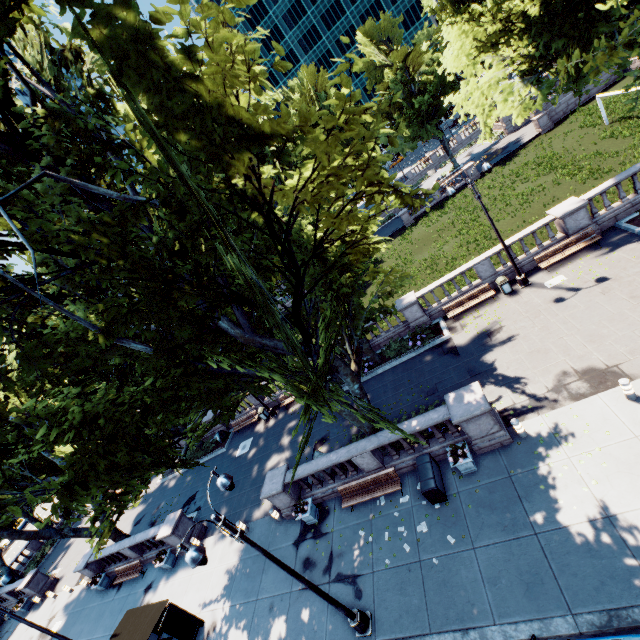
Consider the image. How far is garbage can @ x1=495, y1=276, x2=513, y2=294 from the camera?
18.39m

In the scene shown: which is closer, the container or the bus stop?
the container

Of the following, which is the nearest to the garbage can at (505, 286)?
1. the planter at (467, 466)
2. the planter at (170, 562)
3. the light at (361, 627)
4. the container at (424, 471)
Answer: the planter at (467, 466)

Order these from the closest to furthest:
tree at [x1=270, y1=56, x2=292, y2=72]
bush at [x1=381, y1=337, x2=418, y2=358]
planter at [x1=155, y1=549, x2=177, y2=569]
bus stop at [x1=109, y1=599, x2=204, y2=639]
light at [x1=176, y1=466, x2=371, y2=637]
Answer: tree at [x1=270, y1=56, x2=292, y2=72] → light at [x1=176, y1=466, x2=371, y2=637] → bus stop at [x1=109, y1=599, x2=204, y2=639] → planter at [x1=155, y1=549, x2=177, y2=569] → bush at [x1=381, y1=337, x2=418, y2=358]

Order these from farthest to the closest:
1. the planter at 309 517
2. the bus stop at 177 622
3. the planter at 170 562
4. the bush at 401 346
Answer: the bush at 401 346, the planter at 170 562, the planter at 309 517, the bus stop at 177 622

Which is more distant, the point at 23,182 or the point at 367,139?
the point at 23,182

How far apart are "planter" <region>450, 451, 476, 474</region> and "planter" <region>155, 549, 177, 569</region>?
18.0m

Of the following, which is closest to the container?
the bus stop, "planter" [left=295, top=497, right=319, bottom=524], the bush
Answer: "planter" [left=295, top=497, right=319, bottom=524]
